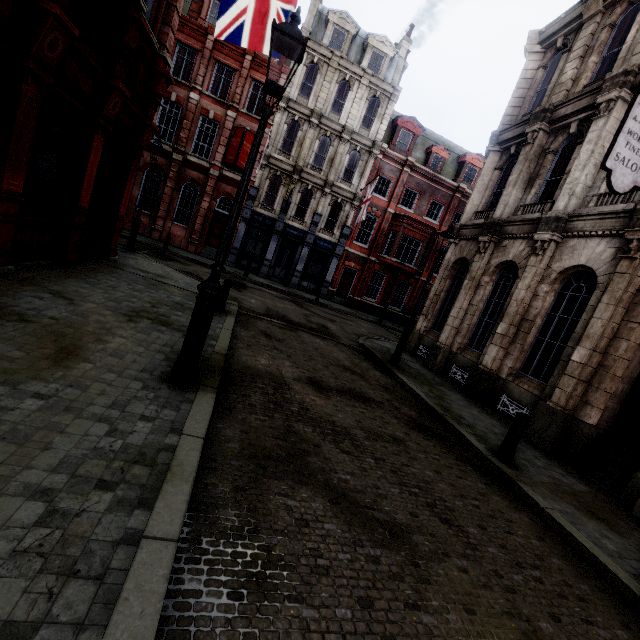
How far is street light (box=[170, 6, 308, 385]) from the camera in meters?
3.8

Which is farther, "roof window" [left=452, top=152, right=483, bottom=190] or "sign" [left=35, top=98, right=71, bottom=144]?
"roof window" [left=452, top=152, right=483, bottom=190]

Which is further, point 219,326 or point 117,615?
point 219,326

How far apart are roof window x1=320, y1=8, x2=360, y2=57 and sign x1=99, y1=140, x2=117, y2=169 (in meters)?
20.71

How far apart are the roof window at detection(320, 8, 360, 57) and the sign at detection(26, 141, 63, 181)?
23.1 meters

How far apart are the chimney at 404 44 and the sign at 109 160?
26.0 meters

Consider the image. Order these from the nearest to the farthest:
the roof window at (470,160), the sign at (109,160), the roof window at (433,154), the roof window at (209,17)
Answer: the sign at (109,160)
the roof window at (209,17)
the roof window at (433,154)
the roof window at (470,160)

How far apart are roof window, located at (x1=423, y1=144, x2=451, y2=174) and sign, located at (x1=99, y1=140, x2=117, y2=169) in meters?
23.7 m
